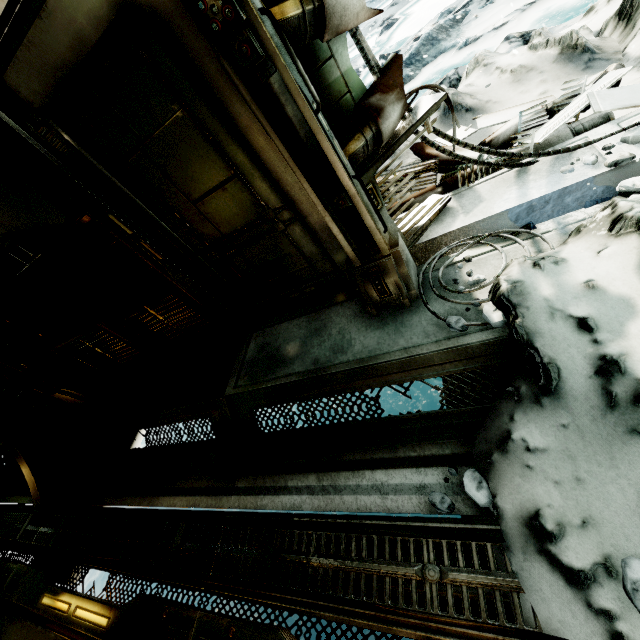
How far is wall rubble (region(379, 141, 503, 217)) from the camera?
3.1 meters

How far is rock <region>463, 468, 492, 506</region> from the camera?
1.9m

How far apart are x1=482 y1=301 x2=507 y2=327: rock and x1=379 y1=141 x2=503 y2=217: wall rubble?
1.5 meters

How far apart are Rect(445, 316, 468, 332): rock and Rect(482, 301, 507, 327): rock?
0.1 meters

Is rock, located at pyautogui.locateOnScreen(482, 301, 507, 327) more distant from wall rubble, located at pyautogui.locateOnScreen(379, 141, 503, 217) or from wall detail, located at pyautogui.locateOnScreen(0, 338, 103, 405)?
wall detail, located at pyautogui.locateOnScreen(0, 338, 103, 405)

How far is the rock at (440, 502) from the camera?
1.98m

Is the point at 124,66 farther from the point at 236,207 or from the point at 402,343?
the point at 402,343

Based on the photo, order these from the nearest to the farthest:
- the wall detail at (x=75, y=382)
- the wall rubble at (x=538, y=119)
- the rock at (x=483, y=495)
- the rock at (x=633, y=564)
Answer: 1. the rock at (x=633, y=564)
2. the rock at (x=483, y=495)
3. the wall rubble at (x=538, y=119)
4. the wall detail at (x=75, y=382)
